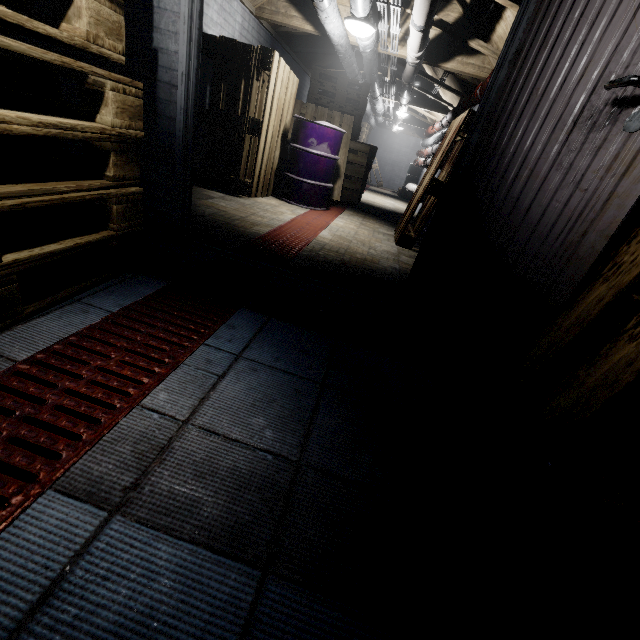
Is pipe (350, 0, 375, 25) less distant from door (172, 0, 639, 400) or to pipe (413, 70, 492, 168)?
door (172, 0, 639, 400)

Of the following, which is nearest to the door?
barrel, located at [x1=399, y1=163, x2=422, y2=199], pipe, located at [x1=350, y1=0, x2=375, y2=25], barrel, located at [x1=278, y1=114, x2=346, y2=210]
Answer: pipe, located at [x1=350, y1=0, x2=375, y2=25]

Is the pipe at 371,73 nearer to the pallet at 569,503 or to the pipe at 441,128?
the pipe at 441,128

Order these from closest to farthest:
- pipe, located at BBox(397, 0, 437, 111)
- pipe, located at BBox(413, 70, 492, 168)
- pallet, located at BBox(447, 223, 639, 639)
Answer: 1. pallet, located at BBox(447, 223, 639, 639)
2. pipe, located at BBox(397, 0, 437, 111)
3. pipe, located at BBox(413, 70, 492, 168)

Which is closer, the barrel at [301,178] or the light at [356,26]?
the light at [356,26]

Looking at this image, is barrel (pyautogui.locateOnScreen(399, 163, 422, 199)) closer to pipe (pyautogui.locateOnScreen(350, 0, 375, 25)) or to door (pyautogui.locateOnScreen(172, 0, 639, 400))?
pipe (pyautogui.locateOnScreen(350, 0, 375, 25))

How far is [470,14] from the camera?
3.5m

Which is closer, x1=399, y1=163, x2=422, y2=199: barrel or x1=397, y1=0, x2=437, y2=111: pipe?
x1=397, y1=0, x2=437, y2=111: pipe
